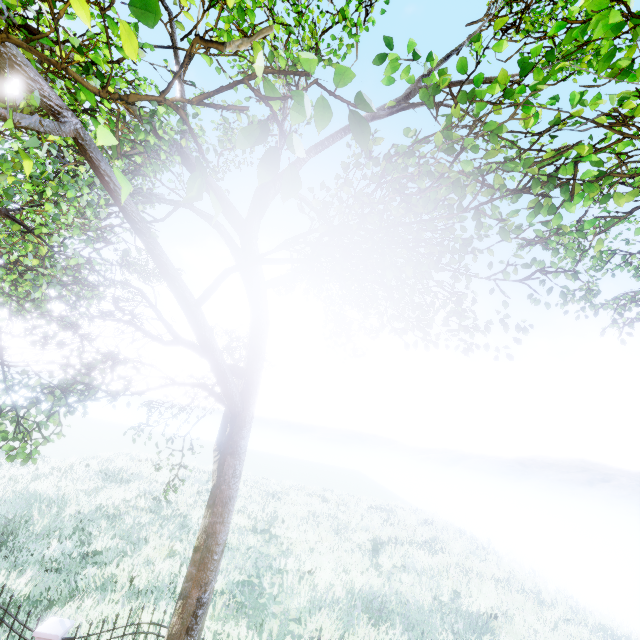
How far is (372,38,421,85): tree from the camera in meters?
2.8

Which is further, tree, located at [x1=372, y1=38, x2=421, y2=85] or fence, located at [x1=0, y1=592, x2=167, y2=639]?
fence, located at [x1=0, y1=592, x2=167, y2=639]

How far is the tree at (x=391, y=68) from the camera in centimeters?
283cm

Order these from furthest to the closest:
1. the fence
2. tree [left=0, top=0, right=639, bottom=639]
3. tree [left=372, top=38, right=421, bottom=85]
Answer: the fence
tree [left=372, top=38, right=421, bottom=85]
tree [left=0, top=0, right=639, bottom=639]

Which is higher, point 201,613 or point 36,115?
point 36,115

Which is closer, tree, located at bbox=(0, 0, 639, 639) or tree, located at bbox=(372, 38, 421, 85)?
tree, located at bbox=(0, 0, 639, 639)

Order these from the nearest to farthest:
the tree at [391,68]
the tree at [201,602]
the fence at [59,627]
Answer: the tree at [201,602], the tree at [391,68], the fence at [59,627]
